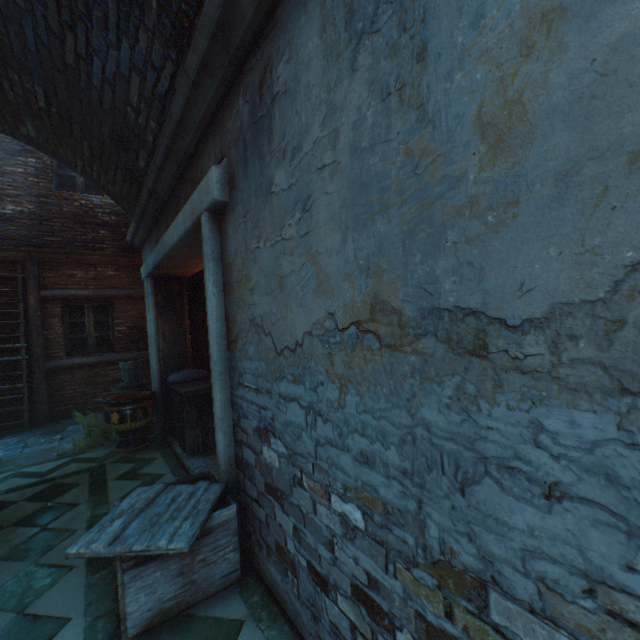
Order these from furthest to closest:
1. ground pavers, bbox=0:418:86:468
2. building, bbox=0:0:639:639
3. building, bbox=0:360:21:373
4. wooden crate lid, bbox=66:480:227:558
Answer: building, bbox=0:360:21:373, ground pavers, bbox=0:418:86:468, wooden crate lid, bbox=66:480:227:558, building, bbox=0:0:639:639

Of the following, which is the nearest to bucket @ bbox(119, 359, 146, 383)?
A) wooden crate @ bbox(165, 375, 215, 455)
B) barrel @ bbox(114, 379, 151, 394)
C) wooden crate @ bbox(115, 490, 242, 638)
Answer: barrel @ bbox(114, 379, 151, 394)

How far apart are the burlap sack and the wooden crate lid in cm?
293

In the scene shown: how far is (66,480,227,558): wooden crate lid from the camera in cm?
194

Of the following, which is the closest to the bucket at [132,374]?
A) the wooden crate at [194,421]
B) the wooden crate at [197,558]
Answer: the wooden crate at [194,421]

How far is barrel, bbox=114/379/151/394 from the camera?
6.0m

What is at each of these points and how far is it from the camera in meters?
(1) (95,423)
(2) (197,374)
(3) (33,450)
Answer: (1) plants, 5.8
(2) burlap sack, 5.6
(3) ground pavers, 5.6

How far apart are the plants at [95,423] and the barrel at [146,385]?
0.0 meters
